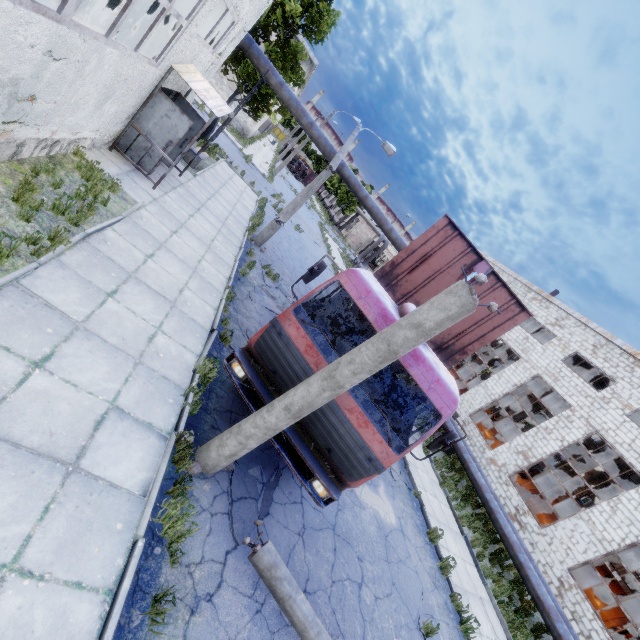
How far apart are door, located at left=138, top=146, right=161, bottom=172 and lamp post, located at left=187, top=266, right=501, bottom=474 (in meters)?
8.94

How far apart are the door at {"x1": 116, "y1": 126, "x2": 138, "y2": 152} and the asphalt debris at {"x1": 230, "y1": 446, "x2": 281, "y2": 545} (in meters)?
8.50

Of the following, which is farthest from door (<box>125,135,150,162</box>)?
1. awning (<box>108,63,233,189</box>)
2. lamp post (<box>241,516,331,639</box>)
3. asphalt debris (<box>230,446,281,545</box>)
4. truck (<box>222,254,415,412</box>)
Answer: lamp post (<box>241,516,331,639</box>)

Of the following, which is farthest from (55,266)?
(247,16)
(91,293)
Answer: (247,16)

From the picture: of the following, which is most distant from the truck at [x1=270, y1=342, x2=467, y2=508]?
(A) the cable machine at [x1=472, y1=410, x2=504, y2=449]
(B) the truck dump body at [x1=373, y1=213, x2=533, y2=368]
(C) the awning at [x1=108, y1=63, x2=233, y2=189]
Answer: (A) the cable machine at [x1=472, y1=410, x2=504, y2=449]

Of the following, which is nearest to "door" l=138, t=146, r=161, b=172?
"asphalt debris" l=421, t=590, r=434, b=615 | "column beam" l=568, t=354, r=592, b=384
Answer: "asphalt debris" l=421, t=590, r=434, b=615

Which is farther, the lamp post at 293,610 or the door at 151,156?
the door at 151,156

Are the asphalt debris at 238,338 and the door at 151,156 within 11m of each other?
yes
